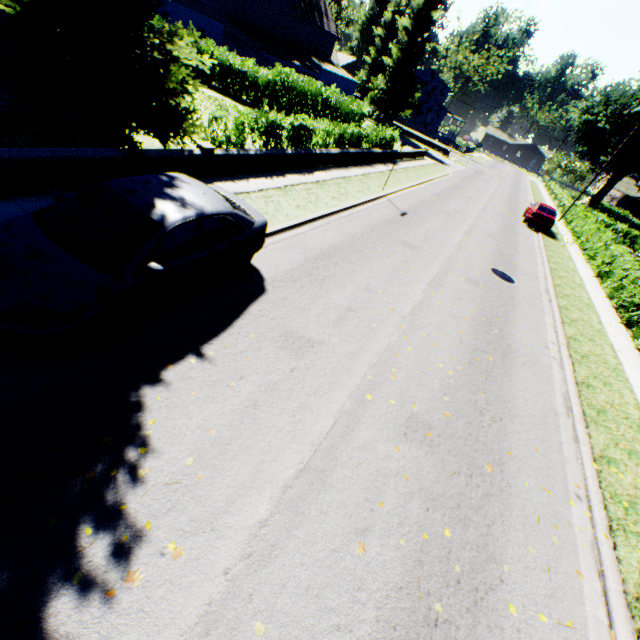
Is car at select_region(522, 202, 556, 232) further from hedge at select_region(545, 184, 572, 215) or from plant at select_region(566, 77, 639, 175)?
plant at select_region(566, 77, 639, 175)

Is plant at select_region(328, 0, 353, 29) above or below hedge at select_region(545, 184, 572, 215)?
above

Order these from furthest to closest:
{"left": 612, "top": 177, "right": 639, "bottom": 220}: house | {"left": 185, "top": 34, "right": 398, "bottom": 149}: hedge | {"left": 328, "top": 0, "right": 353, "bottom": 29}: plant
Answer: {"left": 612, "top": 177, "right": 639, "bottom": 220}: house → {"left": 328, "top": 0, "right": 353, "bottom": 29}: plant → {"left": 185, "top": 34, "right": 398, "bottom": 149}: hedge

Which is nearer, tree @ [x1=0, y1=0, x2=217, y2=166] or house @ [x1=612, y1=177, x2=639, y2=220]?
tree @ [x1=0, y1=0, x2=217, y2=166]

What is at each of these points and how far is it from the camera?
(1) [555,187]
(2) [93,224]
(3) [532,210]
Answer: (1) hedge, 56.34m
(2) car, 4.57m
(3) car, 23.95m

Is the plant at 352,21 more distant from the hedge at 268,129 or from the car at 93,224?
the car at 93,224

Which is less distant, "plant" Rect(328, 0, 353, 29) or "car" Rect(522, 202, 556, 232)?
"car" Rect(522, 202, 556, 232)

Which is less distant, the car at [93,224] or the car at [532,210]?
the car at [93,224]
